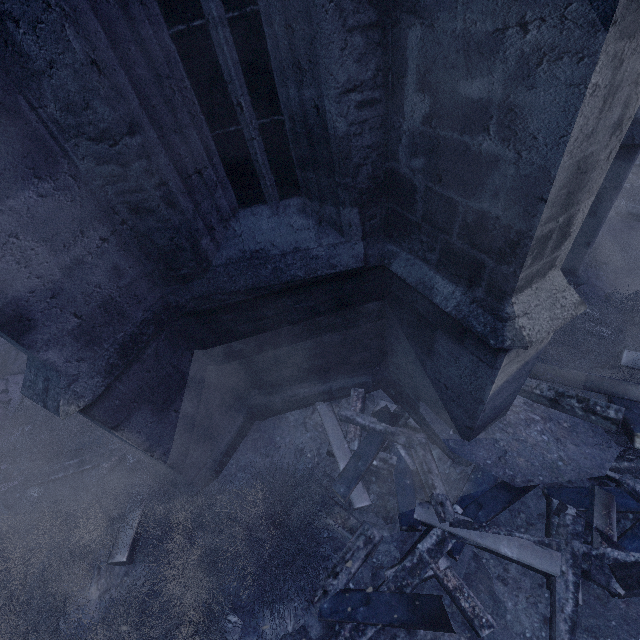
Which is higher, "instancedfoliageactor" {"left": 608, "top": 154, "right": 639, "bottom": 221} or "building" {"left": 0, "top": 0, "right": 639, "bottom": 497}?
"building" {"left": 0, "top": 0, "right": 639, "bottom": 497}

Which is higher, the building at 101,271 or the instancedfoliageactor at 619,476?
the building at 101,271

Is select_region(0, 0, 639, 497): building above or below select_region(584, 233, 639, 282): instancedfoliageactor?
above

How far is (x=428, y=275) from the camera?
2.62m

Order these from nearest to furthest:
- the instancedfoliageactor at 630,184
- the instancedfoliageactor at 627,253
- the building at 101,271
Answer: the building at 101,271 < the instancedfoliageactor at 627,253 < the instancedfoliageactor at 630,184

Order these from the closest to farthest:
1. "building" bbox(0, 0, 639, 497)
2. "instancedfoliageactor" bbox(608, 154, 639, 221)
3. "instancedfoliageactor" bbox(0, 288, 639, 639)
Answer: "building" bbox(0, 0, 639, 497), "instancedfoliageactor" bbox(0, 288, 639, 639), "instancedfoliageactor" bbox(608, 154, 639, 221)

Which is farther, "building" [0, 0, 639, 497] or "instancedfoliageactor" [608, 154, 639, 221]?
"instancedfoliageactor" [608, 154, 639, 221]

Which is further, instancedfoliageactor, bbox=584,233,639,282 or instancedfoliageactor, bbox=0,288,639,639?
instancedfoliageactor, bbox=584,233,639,282
